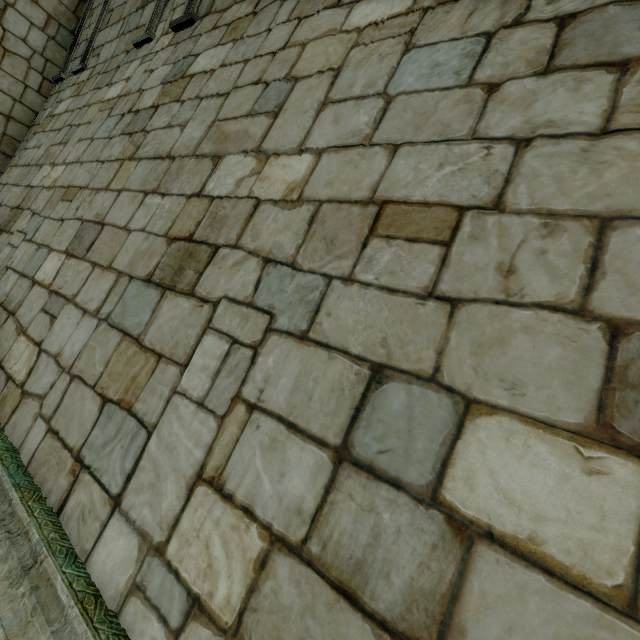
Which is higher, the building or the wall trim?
the building

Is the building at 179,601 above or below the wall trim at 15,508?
above

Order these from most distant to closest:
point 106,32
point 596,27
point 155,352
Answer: point 106,32 < point 155,352 < point 596,27
